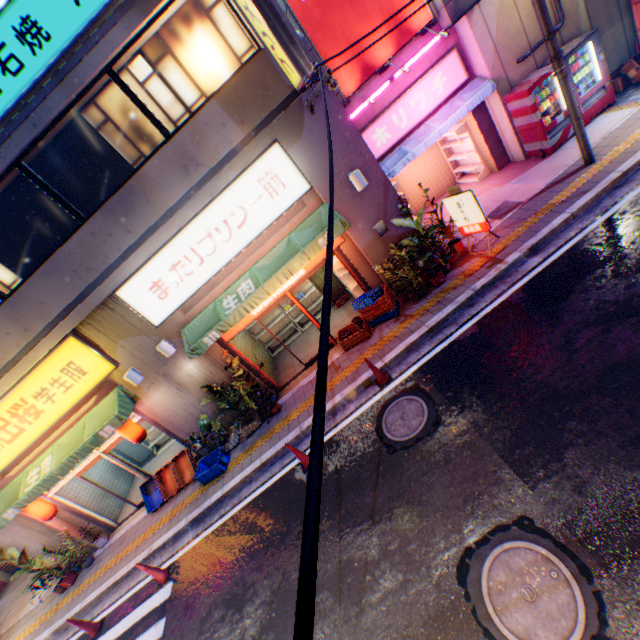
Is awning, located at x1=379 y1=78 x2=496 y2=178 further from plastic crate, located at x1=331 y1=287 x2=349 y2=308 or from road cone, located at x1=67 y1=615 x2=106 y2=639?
road cone, located at x1=67 y1=615 x2=106 y2=639

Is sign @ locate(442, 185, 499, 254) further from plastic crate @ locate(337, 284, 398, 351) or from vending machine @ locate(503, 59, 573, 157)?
vending machine @ locate(503, 59, 573, 157)

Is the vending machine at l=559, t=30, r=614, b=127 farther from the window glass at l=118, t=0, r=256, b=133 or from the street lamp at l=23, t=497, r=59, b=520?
the street lamp at l=23, t=497, r=59, b=520

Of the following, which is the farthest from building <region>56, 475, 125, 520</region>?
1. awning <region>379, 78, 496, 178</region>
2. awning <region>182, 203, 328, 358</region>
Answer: awning <region>379, 78, 496, 178</region>

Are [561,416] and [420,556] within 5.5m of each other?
yes

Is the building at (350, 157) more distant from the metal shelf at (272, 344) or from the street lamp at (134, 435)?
the metal shelf at (272, 344)

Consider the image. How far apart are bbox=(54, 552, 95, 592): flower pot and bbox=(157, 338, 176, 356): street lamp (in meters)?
8.23

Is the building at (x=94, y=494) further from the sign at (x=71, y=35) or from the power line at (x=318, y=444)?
the power line at (x=318, y=444)
